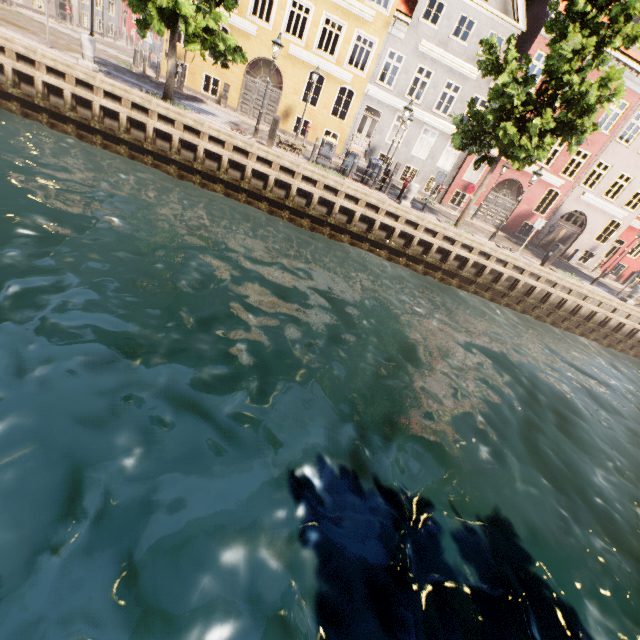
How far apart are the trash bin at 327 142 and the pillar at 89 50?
9.26m

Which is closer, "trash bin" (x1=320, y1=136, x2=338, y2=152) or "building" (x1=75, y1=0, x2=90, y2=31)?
"trash bin" (x1=320, y1=136, x2=338, y2=152)

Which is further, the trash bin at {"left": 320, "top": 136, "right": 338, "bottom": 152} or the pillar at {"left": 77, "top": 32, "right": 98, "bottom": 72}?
the trash bin at {"left": 320, "top": 136, "right": 338, "bottom": 152}

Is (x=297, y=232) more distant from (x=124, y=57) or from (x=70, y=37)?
(x=124, y=57)

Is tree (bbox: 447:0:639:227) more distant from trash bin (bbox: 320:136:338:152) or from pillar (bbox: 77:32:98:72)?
trash bin (bbox: 320:136:338:152)

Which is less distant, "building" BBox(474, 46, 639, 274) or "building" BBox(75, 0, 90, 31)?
"building" BBox(474, 46, 639, 274)

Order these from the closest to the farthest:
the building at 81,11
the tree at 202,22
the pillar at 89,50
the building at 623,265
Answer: the tree at 202,22 < the pillar at 89,50 < the building at 623,265 < the building at 81,11

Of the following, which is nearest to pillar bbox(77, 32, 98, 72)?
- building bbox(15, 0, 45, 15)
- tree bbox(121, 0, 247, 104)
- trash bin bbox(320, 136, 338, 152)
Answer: tree bbox(121, 0, 247, 104)
